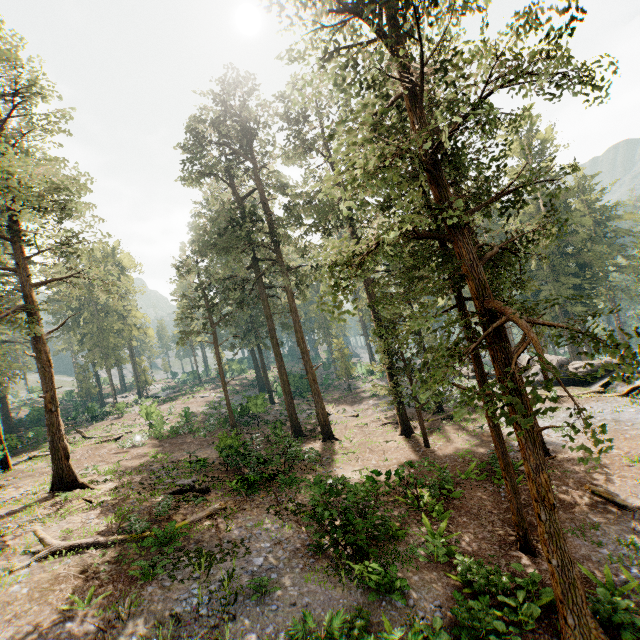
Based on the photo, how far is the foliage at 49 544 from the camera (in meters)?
10.66

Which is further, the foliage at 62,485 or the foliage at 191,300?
the foliage at 62,485

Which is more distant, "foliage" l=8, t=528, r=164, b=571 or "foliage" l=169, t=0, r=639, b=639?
"foliage" l=8, t=528, r=164, b=571

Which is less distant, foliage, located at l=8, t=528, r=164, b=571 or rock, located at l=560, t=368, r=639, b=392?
foliage, located at l=8, t=528, r=164, b=571

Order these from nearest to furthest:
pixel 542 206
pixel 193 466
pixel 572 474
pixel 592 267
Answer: pixel 572 474
pixel 193 466
pixel 542 206
pixel 592 267

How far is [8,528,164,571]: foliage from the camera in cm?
1066
